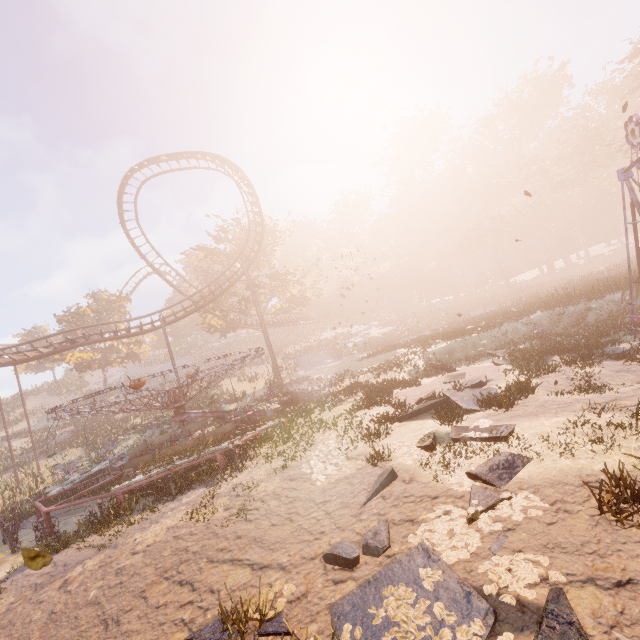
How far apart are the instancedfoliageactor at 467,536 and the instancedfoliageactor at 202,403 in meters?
26.8 m

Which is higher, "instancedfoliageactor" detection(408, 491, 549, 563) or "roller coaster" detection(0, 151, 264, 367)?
"roller coaster" detection(0, 151, 264, 367)

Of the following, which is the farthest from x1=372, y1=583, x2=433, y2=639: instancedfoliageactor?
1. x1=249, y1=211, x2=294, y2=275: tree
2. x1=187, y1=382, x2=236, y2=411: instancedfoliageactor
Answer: x1=249, y1=211, x2=294, y2=275: tree

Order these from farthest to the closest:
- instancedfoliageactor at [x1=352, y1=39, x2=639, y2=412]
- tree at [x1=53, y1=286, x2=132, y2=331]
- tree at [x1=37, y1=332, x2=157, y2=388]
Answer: tree at [x1=53, y1=286, x2=132, y2=331] → tree at [x1=37, y1=332, x2=157, y2=388] → instancedfoliageactor at [x1=352, y1=39, x2=639, y2=412]

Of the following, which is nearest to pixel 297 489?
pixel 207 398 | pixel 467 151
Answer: pixel 207 398

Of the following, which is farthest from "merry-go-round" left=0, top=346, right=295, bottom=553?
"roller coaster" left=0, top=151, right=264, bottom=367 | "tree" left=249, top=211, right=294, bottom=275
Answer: "tree" left=249, top=211, right=294, bottom=275

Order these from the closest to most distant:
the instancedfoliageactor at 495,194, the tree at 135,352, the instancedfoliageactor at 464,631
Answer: the instancedfoliageactor at 464,631
the instancedfoliageactor at 495,194
the tree at 135,352

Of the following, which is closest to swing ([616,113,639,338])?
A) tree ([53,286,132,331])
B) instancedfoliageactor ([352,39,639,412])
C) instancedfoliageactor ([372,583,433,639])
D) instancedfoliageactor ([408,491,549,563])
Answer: instancedfoliageactor ([408,491,549,563])
